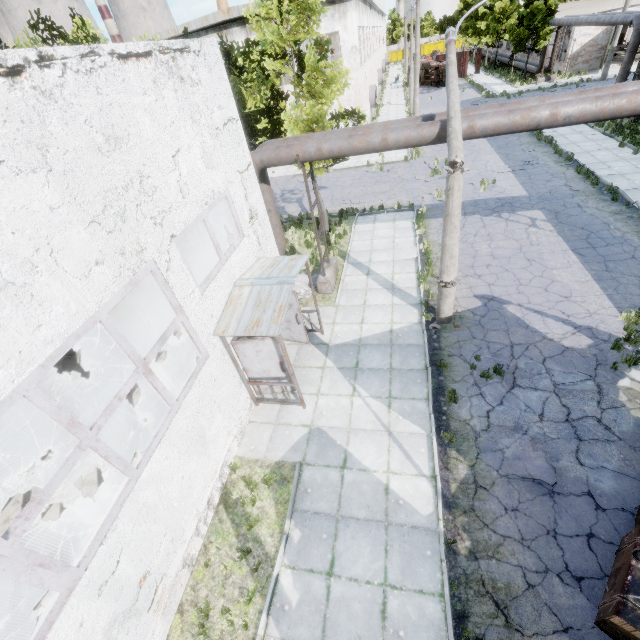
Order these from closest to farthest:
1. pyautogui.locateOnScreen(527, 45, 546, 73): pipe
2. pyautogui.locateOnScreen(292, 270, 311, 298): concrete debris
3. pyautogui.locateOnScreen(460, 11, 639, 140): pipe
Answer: pyautogui.locateOnScreen(460, 11, 639, 140): pipe < pyautogui.locateOnScreen(292, 270, 311, 298): concrete debris < pyautogui.locateOnScreen(527, 45, 546, 73): pipe

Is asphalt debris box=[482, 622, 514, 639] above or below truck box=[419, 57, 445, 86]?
below

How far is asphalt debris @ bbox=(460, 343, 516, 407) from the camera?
8.11m

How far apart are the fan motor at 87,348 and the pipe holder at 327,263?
7.92m

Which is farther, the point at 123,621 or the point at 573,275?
the point at 573,275

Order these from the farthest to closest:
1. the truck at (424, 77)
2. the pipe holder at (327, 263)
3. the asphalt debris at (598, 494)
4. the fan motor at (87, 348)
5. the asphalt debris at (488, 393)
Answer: the truck at (424, 77), the fan motor at (87, 348), the pipe holder at (327, 263), the asphalt debris at (488, 393), the asphalt debris at (598, 494)

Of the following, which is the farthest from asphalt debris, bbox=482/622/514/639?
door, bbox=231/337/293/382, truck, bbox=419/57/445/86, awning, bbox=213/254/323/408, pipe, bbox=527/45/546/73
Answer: truck, bbox=419/57/445/86

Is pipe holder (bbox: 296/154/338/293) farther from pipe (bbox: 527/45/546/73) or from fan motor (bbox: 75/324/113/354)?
pipe (bbox: 527/45/546/73)
